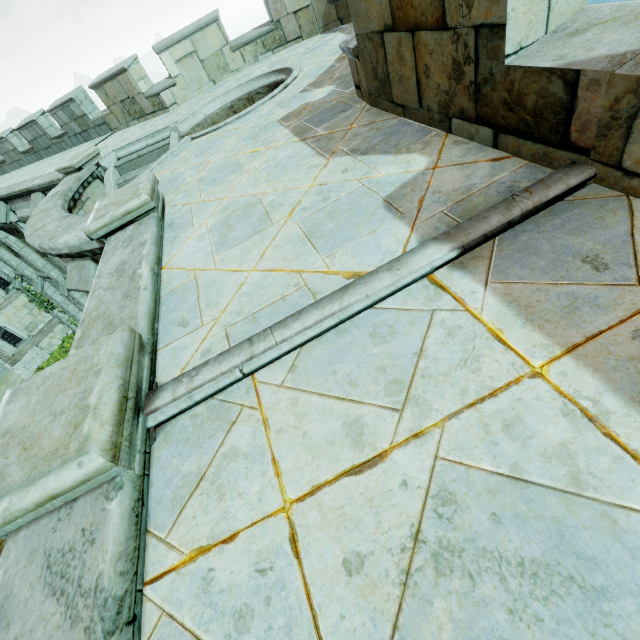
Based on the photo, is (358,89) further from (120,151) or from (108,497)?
(120,151)

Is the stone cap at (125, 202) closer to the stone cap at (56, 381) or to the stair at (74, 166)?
the stone cap at (56, 381)

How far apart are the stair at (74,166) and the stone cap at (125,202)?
5.42m

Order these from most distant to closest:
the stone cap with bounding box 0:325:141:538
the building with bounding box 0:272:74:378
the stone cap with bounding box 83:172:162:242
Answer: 1. the building with bounding box 0:272:74:378
2. the stone cap with bounding box 83:172:162:242
3. the stone cap with bounding box 0:325:141:538

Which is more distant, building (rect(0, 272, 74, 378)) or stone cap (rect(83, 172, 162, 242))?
building (rect(0, 272, 74, 378))

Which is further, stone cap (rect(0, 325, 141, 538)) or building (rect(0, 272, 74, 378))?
building (rect(0, 272, 74, 378))

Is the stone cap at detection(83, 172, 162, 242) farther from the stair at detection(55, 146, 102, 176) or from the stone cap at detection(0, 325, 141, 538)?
the stair at detection(55, 146, 102, 176)

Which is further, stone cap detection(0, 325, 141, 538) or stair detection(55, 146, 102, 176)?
Answer: stair detection(55, 146, 102, 176)
